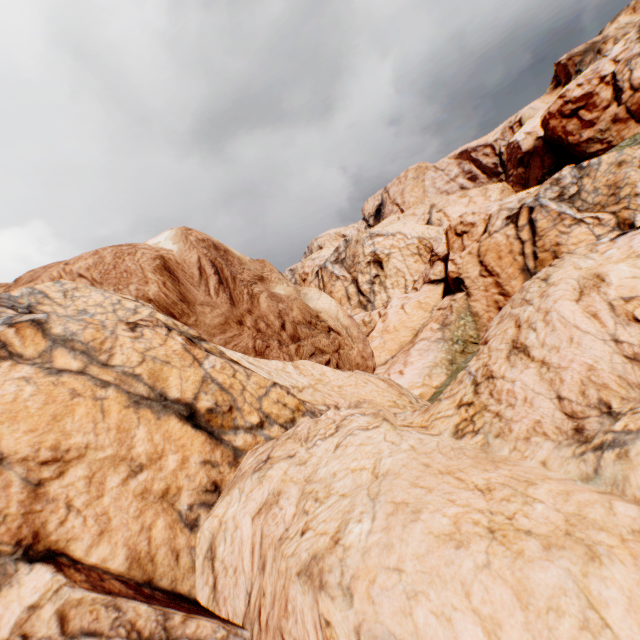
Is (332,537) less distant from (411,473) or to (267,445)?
(411,473)
